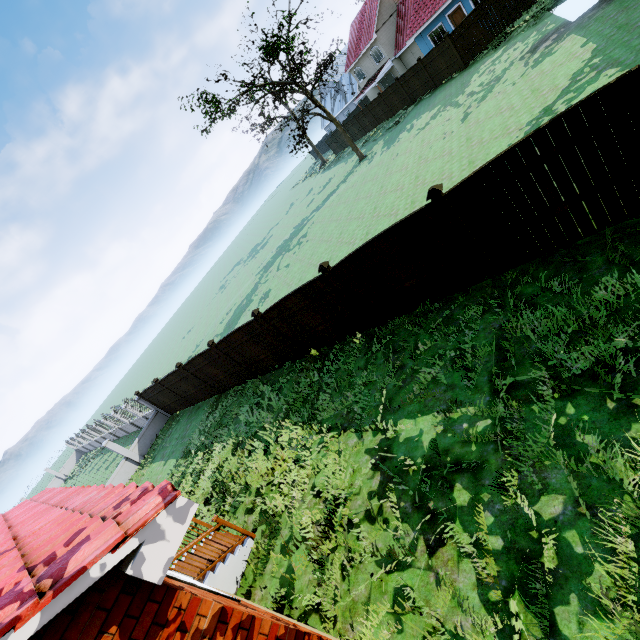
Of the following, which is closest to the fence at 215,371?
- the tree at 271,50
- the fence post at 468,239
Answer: the fence post at 468,239

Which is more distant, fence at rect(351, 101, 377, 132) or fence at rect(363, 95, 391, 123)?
fence at rect(351, 101, 377, 132)

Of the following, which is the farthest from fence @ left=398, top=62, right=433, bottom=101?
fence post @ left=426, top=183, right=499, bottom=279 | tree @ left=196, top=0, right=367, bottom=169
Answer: tree @ left=196, top=0, right=367, bottom=169

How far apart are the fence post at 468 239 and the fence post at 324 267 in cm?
291

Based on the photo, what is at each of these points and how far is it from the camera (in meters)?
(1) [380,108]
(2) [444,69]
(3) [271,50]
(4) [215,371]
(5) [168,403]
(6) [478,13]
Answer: (1) fence, 32.28
(2) fence, 23.70
(3) tree, 25.27
(4) fence, 14.34
(5) fence, 18.84
(6) fence, 20.42

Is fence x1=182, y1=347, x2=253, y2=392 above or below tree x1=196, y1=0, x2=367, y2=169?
below

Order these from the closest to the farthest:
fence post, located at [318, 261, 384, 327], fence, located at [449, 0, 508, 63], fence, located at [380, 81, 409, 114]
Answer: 1. fence post, located at [318, 261, 384, 327]
2. fence, located at [449, 0, 508, 63]
3. fence, located at [380, 81, 409, 114]
